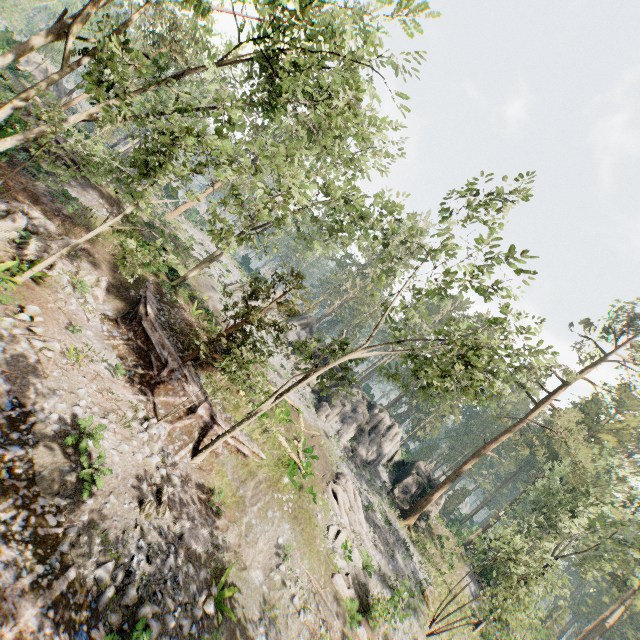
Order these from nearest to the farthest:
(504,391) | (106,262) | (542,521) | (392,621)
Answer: (504,391)
(392,621)
(106,262)
(542,521)

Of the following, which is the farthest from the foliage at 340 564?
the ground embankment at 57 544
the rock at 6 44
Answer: the rock at 6 44

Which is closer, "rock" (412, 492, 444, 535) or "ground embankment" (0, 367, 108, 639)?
"ground embankment" (0, 367, 108, 639)

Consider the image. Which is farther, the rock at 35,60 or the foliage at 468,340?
the rock at 35,60

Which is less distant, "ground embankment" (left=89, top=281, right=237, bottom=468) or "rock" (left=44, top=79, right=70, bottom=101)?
"ground embankment" (left=89, top=281, right=237, bottom=468)

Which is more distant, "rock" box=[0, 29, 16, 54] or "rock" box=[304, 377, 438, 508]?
"rock" box=[304, 377, 438, 508]

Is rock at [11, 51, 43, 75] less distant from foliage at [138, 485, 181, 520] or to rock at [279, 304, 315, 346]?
foliage at [138, 485, 181, 520]

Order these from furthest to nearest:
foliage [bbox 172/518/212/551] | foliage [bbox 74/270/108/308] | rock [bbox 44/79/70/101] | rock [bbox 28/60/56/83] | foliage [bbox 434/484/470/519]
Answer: foliage [bbox 434/484/470/519]
rock [bbox 44/79/70/101]
rock [bbox 28/60/56/83]
foliage [bbox 74/270/108/308]
foliage [bbox 172/518/212/551]
